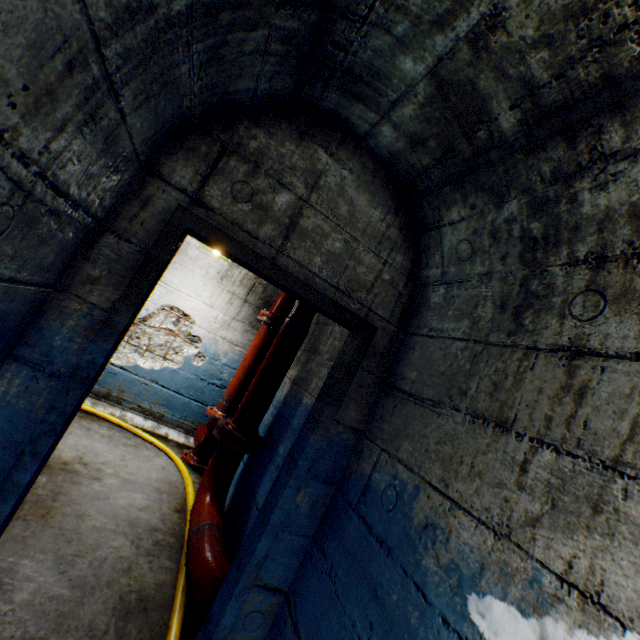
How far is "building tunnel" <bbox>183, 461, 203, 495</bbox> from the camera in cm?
371

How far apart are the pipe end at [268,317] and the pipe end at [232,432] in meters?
1.3

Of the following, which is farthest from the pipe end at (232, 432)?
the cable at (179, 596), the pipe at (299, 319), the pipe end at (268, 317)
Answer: the pipe end at (268, 317)

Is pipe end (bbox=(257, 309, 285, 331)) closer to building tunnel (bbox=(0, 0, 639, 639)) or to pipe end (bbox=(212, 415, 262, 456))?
building tunnel (bbox=(0, 0, 639, 639))

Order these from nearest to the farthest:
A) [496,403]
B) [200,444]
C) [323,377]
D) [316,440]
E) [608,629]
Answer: [608,629]
[496,403]
[316,440]
[323,377]
[200,444]

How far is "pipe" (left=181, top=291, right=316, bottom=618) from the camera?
2.09m

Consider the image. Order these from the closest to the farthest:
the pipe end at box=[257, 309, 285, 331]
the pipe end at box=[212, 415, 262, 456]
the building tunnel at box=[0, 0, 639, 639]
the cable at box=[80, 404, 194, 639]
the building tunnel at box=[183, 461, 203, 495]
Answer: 1. the building tunnel at box=[0, 0, 639, 639]
2. the cable at box=[80, 404, 194, 639]
3. the pipe end at box=[212, 415, 262, 456]
4. the building tunnel at box=[183, 461, 203, 495]
5. the pipe end at box=[257, 309, 285, 331]

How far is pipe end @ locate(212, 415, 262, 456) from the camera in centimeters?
295cm
